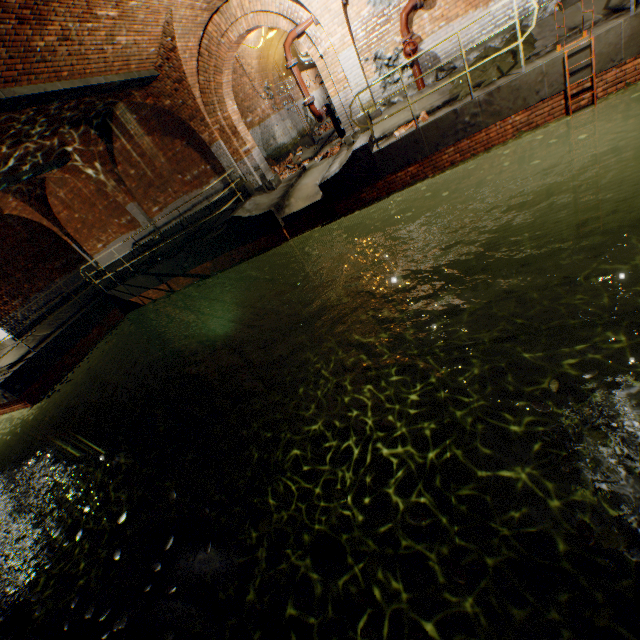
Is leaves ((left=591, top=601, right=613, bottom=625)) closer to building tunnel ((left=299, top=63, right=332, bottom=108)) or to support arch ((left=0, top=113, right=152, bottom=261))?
building tunnel ((left=299, top=63, right=332, bottom=108))

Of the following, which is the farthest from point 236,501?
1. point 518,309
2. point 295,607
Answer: point 518,309

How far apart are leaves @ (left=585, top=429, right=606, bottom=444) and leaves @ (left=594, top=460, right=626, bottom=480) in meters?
0.2

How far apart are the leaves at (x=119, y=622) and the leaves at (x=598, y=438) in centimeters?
460cm

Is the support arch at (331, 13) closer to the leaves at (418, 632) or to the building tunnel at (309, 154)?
the building tunnel at (309, 154)

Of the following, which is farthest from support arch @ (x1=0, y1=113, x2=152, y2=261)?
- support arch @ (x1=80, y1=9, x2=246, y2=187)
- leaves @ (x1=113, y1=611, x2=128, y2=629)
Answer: leaves @ (x1=113, y1=611, x2=128, y2=629)

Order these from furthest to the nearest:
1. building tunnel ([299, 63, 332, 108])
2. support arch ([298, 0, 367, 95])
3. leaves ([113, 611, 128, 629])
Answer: building tunnel ([299, 63, 332, 108]), support arch ([298, 0, 367, 95]), leaves ([113, 611, 128, 629])

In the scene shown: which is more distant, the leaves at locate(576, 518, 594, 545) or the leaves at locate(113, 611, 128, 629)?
the leaves at locate(113, 611, 128, 629)
